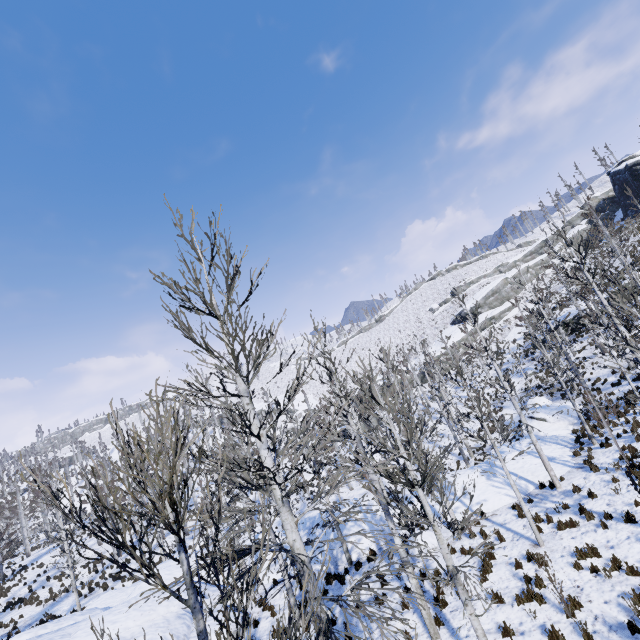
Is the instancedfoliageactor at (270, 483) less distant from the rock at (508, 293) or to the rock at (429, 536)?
the rock at (429, 536)

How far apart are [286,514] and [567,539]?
11.01m

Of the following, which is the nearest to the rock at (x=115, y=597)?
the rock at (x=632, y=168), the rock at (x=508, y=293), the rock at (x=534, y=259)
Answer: the rock at (x=508, y=293)

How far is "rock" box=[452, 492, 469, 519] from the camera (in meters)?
15.98

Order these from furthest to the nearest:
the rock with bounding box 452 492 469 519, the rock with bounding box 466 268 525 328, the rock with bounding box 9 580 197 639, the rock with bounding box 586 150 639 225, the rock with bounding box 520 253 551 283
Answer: the rock with bounding box 520 253 551 283 → the rock with bounding box 466 268 525 328 → the rock with bounding box 586 150 639 225 → the rock with bounding box 452 492 469 519 → the rock with bounding box 9 580 197 639

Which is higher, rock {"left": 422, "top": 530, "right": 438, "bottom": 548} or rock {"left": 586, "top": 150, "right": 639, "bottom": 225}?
rock {"left": 586, "top": 150, "right": 639, "bottom": 225}

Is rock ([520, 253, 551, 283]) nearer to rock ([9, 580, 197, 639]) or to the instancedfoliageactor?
the instancedfoliageactor

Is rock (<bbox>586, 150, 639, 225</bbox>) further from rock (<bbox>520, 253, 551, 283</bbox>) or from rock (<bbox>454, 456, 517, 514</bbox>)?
rock (<bbox>454, 456, 517, 514</bbox>)
